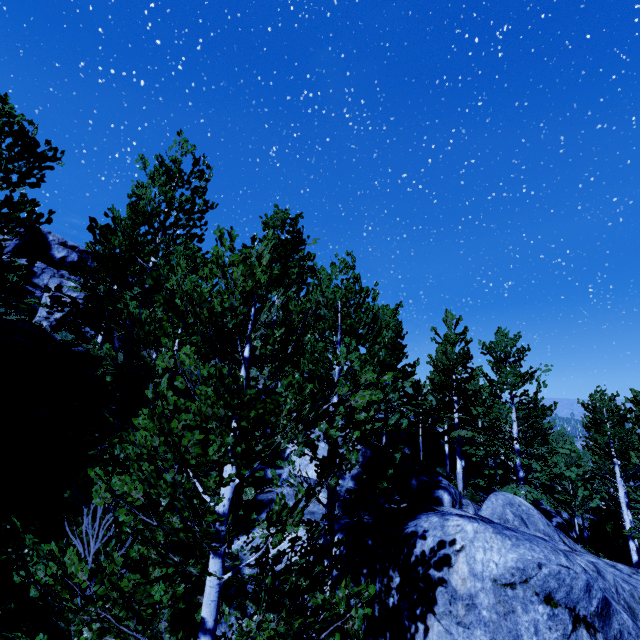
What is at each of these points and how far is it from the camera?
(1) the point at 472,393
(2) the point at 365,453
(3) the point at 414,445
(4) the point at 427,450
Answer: (1) instancedfoliageactor, 18.5 meters
(2) rock, 8.9 meters
(3) rock, 27.5 meters
(4) rock, 27.9 meters

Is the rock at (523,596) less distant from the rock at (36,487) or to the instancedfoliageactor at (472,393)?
the instancedfoliageactor at (472,393)

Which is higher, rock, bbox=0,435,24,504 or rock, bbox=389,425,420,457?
rock, bbox=389,425,420,457

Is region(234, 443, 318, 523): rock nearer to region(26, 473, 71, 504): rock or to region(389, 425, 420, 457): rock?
region(26, 473, 71, 504): rock

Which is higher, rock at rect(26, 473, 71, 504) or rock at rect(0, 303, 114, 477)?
rock at rect(0, 303, 114, 477)

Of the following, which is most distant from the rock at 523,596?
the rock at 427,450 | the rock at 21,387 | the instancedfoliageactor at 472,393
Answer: the rock at 427,450

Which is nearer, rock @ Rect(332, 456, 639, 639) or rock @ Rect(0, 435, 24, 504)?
rock @ Rect(332, 456, 639, 639)

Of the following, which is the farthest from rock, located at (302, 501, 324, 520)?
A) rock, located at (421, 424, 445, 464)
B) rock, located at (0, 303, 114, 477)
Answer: rock, located at (421, 424, 445, 464)
